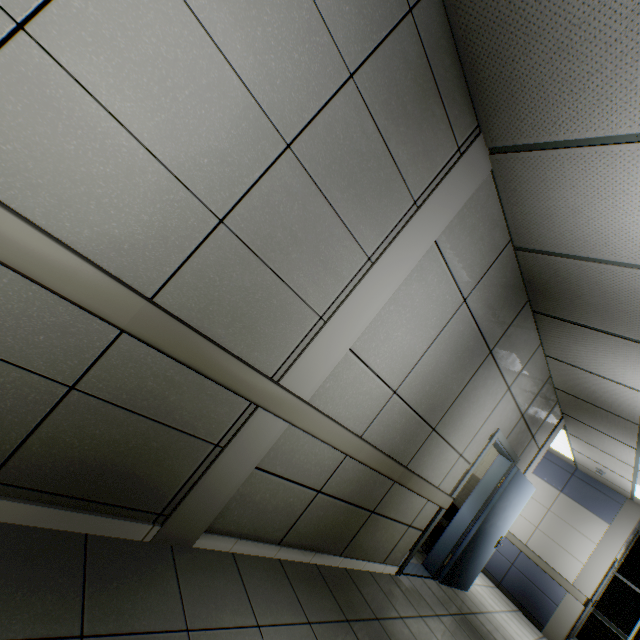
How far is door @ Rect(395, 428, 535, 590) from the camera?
4.11m

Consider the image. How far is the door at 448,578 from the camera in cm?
411

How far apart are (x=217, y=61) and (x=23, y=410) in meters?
1.6
